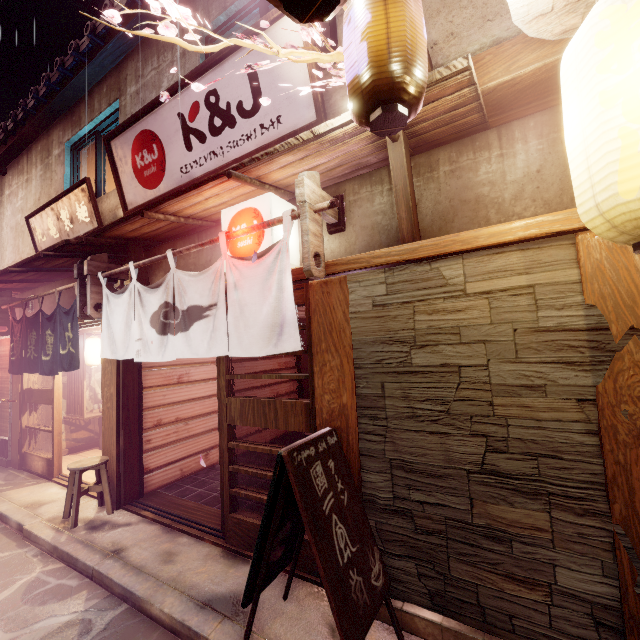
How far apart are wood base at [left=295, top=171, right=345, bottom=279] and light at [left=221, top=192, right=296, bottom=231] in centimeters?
67cm

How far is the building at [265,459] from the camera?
11.3m

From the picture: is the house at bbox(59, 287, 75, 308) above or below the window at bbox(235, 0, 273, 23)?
below

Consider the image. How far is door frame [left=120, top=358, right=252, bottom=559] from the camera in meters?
7.0 m

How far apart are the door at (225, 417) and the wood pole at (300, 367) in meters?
8.8

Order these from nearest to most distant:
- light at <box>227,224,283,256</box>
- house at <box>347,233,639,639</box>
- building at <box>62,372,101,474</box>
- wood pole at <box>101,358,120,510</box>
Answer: house at <box>347,233,639,639</box> → light at <box>227,224,283,256</box> → wood pole at <box>101,358,120,510</box> → building at <box>62,372,101,474</box>

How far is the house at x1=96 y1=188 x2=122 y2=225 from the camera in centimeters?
977cm

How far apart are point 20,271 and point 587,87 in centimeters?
1380cm
